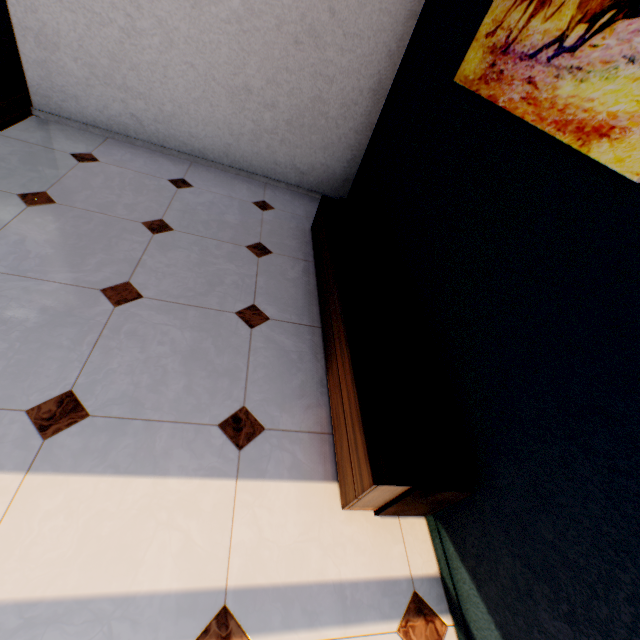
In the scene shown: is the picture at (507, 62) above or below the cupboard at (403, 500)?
above

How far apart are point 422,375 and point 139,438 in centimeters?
134cm

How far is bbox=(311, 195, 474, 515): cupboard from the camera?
1.3 meters

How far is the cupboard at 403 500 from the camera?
1.3m

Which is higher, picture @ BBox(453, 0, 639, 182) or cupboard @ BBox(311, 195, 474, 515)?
picture @ BBox(453, 0, 639, 182)
